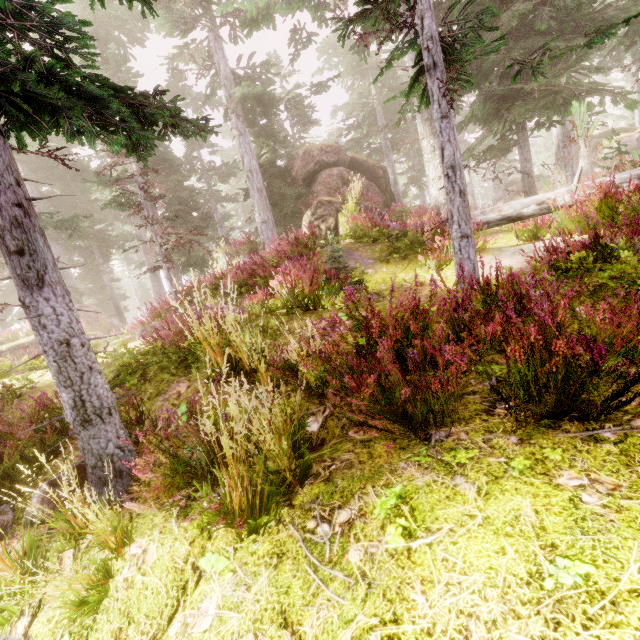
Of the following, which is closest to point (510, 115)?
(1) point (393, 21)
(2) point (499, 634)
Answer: (1) point (393, 21)

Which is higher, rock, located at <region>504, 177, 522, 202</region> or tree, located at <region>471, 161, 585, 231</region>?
rock, located at <region>504, 177, 522, 202</region>

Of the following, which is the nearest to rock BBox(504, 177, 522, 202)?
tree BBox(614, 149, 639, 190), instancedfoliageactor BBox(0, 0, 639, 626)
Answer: instancedfoliageactor BBox(0, 0, 639, 626)

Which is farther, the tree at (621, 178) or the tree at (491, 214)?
the tree at (491, 214)

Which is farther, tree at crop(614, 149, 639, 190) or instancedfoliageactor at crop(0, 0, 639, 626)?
tree at crop(614, 149, 639, 190)

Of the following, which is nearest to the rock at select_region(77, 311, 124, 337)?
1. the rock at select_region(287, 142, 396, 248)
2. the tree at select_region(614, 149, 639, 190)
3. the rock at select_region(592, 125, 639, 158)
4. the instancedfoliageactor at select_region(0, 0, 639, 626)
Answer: the instancedfoliageactor at select_region(0, 0, 639, 626)

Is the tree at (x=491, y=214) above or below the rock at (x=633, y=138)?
below

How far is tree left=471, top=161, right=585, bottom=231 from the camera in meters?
8.0
